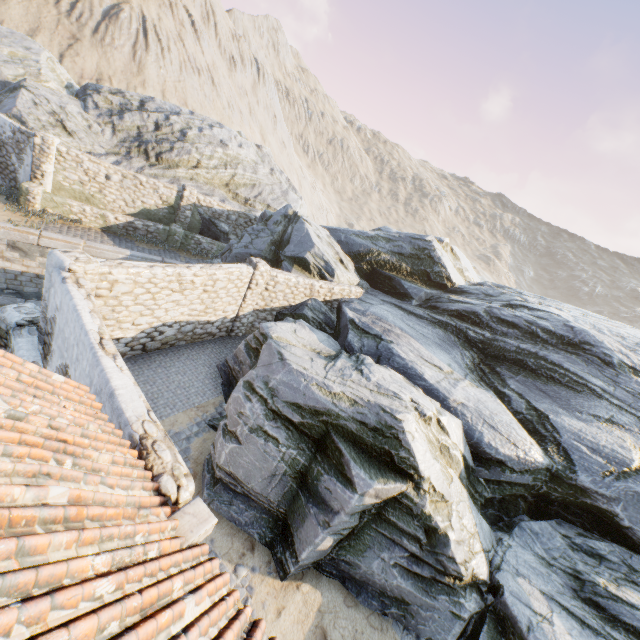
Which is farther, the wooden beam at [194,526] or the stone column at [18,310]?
the stone column at [18,310]

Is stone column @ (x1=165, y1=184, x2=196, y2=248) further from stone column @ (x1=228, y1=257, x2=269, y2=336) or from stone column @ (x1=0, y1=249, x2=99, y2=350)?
stone column @ (x1=0, y1=249, x2=99, y2=350)

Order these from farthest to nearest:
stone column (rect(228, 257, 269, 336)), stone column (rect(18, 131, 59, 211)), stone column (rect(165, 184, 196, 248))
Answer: stone column (rect(165, 184, 196, 248)) → stone column (rect(18, 131, 59, 211)) → stone column (rect(228, 257, 269, 336))

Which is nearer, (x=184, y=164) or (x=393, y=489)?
(x=393, y=489)

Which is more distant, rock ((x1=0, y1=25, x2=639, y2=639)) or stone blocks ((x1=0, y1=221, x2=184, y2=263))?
stone blocks ((x1=0, y1=221, x2=184, y2=263))

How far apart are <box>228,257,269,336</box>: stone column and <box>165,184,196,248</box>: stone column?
7.28m

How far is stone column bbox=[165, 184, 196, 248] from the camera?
17.27m

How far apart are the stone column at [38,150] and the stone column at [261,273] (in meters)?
9.83
